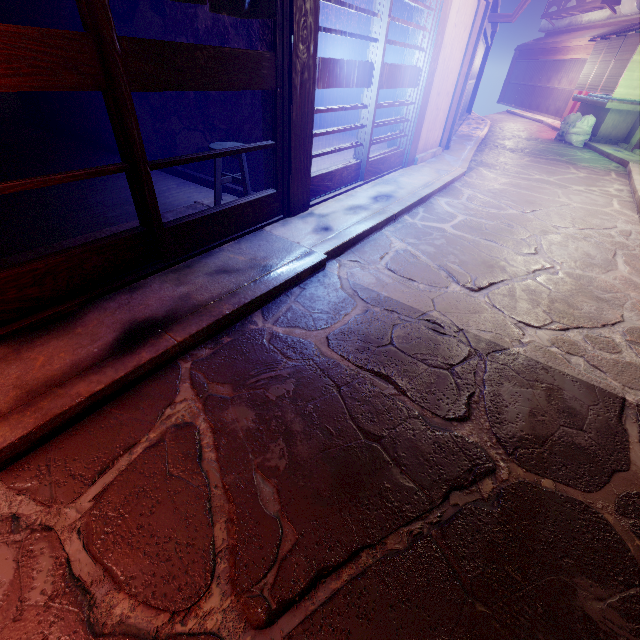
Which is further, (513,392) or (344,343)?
(344,343)

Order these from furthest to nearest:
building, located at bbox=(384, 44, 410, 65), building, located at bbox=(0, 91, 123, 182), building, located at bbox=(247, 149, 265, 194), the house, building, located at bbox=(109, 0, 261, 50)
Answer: building, located at bbox=(384, 44, 410, 65) → the house → building, located at bbox=(0, 91, 123, 182) → building, located at bbox=(247, 149, 265, 194) → building, located at bbox=(109, 0, 261, 50)

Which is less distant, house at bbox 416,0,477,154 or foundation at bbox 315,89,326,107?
house at bbox 416,0,477,154

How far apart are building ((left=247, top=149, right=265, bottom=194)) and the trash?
25.0m

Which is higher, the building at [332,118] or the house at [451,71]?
the house at [451,71]

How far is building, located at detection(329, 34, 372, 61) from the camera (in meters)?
14.98

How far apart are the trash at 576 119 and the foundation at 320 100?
17.5 meters
